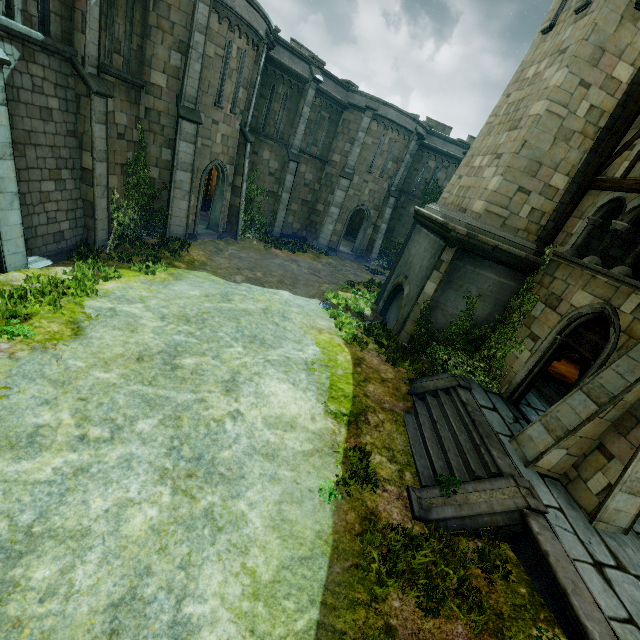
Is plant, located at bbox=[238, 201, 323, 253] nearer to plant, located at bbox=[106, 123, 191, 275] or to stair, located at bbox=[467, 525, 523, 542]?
plant, located at bbox=[106, 123, 191, 275]

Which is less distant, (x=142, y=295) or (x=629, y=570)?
(x=629, y=570)

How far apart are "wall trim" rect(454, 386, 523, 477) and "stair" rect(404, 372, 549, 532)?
0.0 meters

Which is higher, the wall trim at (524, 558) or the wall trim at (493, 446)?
the wall trim at (493, 446)

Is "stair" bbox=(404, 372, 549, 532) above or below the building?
below

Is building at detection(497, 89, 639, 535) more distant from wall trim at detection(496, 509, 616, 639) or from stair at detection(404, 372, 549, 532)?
wall trim at detection(496, 509, 616, 639)

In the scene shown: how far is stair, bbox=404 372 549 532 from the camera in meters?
6.3 m

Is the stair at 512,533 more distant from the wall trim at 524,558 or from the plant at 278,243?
the plant at 278,243
